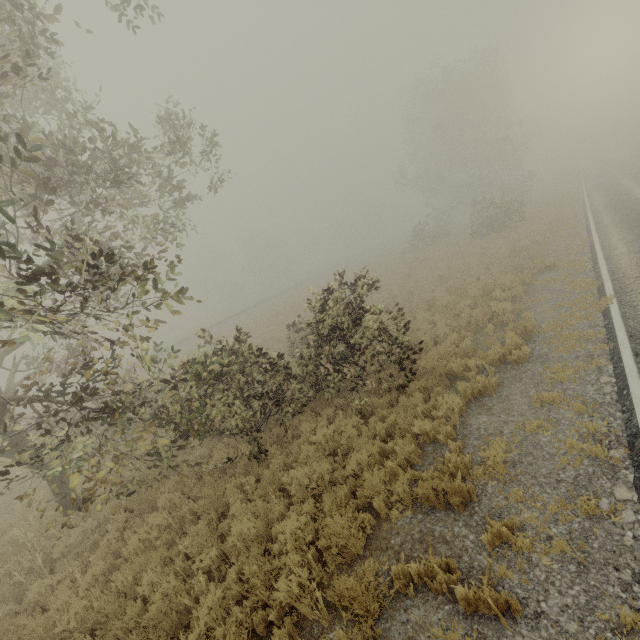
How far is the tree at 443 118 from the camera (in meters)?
32.09

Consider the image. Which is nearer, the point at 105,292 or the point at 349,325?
the point at 105,292

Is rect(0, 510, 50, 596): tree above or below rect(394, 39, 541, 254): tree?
below

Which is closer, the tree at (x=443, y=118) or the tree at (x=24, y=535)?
the tree at (x=24, y=535)

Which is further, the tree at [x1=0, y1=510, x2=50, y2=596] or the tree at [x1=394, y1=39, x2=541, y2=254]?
the tree at [x1=394, y1=39, x2=541, y2=254]

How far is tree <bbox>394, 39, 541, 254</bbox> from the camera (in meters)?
32.09
